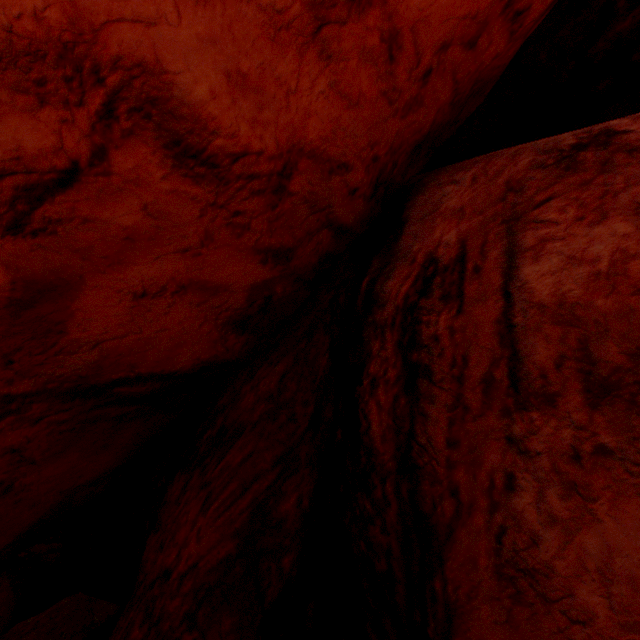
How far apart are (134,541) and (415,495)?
3.65m
